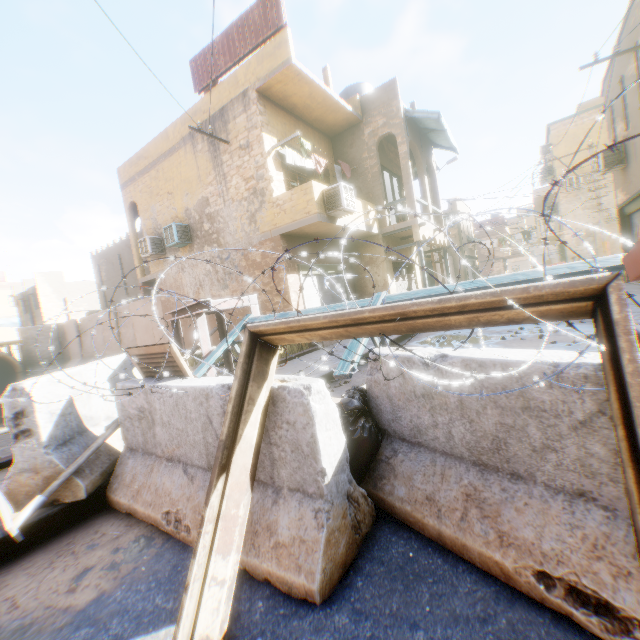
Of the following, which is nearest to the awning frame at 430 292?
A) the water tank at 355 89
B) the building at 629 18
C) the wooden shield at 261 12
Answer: the building at 629 18

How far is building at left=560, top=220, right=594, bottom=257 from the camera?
22.2 meters

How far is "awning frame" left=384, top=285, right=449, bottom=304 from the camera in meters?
2.9 m

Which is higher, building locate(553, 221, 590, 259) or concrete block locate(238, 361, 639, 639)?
building locate(553, 221, 590, 259)

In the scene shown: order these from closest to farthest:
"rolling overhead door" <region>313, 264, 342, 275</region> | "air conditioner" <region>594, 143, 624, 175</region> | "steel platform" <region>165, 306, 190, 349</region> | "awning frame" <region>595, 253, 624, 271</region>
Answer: "awning frame" <region>595, 253, 624, 271</region>
"steel platform" <region>165, 306, 190, 349</region>
"air conditioner" <region>594, 143, 624, 175</region>
"rolling overhead door" <region>313, 264, 342, 275</region>

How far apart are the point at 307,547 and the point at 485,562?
0.9m

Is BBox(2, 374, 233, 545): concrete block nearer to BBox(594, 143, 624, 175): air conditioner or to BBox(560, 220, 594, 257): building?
BBox(560, 220, 594, 257): building

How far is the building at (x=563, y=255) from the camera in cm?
2286
